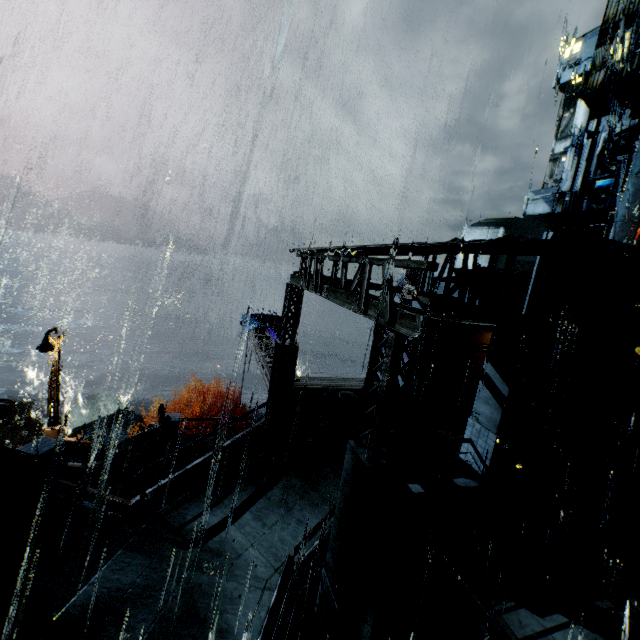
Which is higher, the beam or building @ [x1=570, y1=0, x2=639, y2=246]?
building @ [x1=570, y1=0, x2=639, y2=246]

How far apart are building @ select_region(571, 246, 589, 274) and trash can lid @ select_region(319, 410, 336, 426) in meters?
9.9 m

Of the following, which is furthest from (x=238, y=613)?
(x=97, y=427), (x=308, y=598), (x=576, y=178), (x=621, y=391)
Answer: (x=576, y=178)

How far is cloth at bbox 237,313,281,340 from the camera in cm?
2266

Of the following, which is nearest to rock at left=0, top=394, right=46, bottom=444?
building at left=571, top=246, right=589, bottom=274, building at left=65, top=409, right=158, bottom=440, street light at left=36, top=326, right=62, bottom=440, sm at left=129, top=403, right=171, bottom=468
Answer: building at left=65, top=409, right=158, bottom=440

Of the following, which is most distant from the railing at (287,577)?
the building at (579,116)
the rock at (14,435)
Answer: the building at (579,116)

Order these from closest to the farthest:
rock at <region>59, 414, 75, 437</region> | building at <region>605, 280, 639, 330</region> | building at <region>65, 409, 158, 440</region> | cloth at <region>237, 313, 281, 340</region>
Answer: building at <region>605, 280, 639, 330</region> < building at <region>65, 409, 158, 440</region> < cloth at <region>237, 313, 281, 340</region> < rock at <region>59, 414, 75, 437</region>

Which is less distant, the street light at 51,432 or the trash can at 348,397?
the trash can at 348,397
